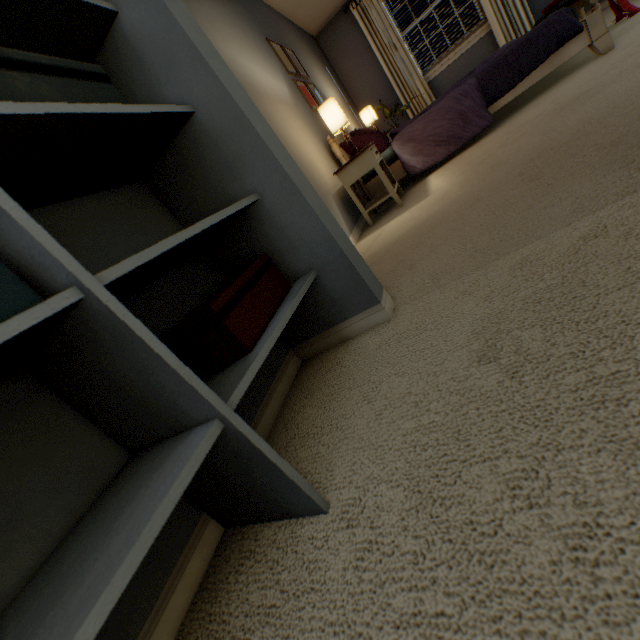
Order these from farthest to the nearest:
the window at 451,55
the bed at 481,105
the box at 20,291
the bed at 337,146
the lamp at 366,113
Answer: the window at 451,55 < the lamp at 366,113 < the bed at 337,146 < the bed at 481,105 < the box at 20,291

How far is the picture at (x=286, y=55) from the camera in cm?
317

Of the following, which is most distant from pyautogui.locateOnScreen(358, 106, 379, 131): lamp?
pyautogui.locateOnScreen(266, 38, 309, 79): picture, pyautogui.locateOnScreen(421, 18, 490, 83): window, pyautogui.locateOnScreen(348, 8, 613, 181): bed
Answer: pyautogui.locateOnScreen(421, 18, 490, 83): window

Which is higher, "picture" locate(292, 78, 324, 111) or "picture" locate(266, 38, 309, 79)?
"picture" locate(266, 38, 309, 79)

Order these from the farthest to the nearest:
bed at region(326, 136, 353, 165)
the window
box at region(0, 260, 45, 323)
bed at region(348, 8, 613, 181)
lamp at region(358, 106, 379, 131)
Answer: the window
lamp at region(358, 106, 379, 131)
bed at region(326, 136, 353, 165)
bed at region(348, 8, 613, 181)
box at region(0, 260, 45, 323)

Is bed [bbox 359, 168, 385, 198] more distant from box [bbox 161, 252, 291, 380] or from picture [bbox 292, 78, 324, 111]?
box [bbox 161, 252, 291, 380]

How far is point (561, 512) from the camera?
0.4 meters

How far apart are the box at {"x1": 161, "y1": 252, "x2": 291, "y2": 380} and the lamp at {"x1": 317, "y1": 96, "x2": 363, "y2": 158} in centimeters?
189cm
